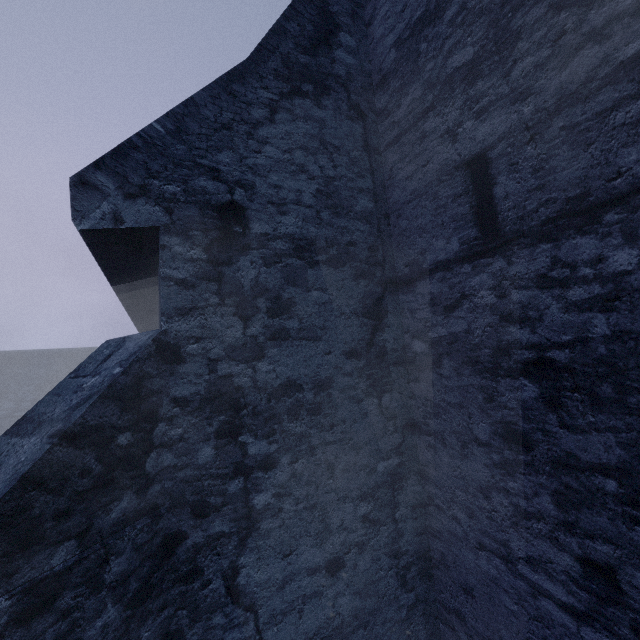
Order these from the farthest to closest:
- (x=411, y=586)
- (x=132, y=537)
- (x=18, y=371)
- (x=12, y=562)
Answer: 1. (x=18, y=371)
2. (x=411, y=586)
3. (x=132, y=537)
4. (x=12, y=562)
